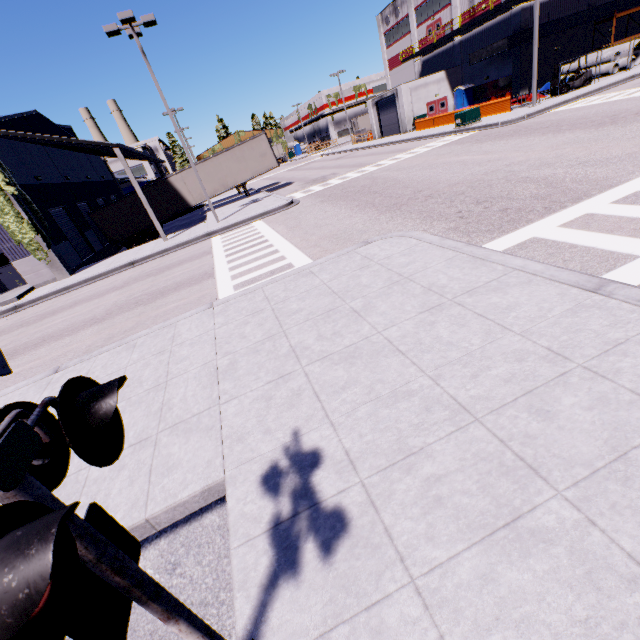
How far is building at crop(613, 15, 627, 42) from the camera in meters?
32.7 m

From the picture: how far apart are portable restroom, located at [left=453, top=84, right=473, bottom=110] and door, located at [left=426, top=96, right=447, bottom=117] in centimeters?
77cm

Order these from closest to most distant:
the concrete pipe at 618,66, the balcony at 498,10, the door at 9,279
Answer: the door at 9,279 < the concrete pipe at 618,66 < the balcony at 498,10

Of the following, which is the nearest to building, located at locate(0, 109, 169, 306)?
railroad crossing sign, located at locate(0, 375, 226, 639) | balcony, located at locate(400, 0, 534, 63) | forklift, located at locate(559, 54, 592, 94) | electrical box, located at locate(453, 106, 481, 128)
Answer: balcony, located at locate(400, 0, 534, 63)

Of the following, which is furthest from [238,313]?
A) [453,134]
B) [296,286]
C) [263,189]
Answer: [263,189]

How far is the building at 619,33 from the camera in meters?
32.7

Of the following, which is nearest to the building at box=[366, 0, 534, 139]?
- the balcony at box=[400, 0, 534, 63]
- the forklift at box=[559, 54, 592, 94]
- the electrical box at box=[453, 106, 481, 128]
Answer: the balcony at box=[400, 0, 534, 63]

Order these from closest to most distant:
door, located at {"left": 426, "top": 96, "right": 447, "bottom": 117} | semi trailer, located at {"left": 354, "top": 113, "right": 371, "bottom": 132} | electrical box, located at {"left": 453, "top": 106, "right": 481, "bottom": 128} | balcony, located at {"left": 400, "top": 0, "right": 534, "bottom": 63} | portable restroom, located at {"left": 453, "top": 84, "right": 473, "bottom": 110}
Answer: electrical box, located at {"left": 453, "top": 106, "right": 481, "bottom": 128} → balcony, located at {"left": 400, "top": 0, "right": 534, "bottom": 63} → portable restroom, located at {"left": 453, "top": 84, "right": 473, "bottom": 110} → door, located at {"left": 426, "top": 96, "right": 447, "bottom": 117} → semi trailer, located at {"left": 354, "top": 113, "right": 371, "bottom": 132}
